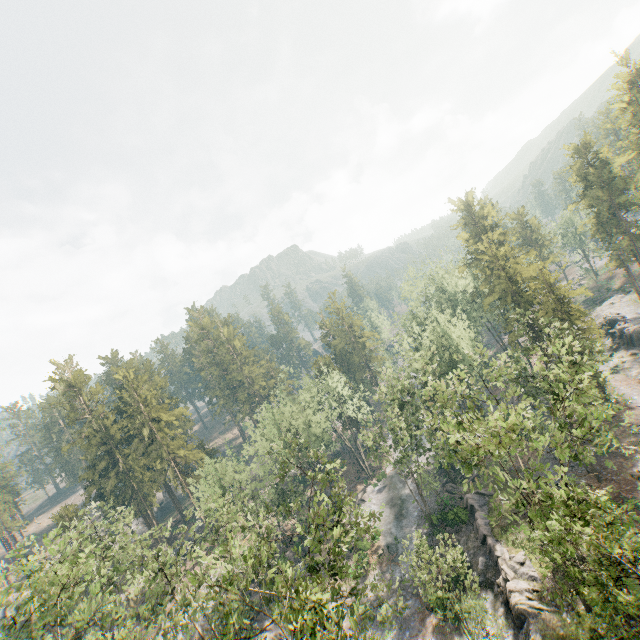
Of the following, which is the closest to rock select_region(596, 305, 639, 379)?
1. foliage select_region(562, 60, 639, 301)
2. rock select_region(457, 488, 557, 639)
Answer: foliage select_region(562, 60, 639, 301)

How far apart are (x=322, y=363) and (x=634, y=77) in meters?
64.8

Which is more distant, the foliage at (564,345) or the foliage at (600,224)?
the foliage at (600,224)

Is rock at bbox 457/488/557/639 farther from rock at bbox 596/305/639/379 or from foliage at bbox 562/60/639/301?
rock at bbox 596/305/639/379

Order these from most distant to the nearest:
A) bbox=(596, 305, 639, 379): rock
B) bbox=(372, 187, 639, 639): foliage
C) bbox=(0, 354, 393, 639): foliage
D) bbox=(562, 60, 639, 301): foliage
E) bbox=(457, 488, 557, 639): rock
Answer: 1. bbox=(562, 60, 639, 301): foliage
2. bbox=(596, 305, 639, 379): rock
3. bbox=(457, 488, 557, 639): rock
4. bbox=(0, 354, 393, 639): foliage
5. bbox=(372, 187, 639, 639): foliage
